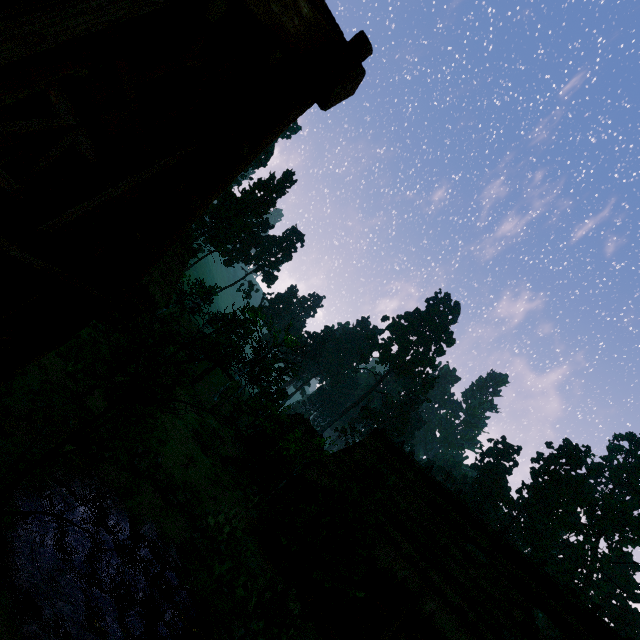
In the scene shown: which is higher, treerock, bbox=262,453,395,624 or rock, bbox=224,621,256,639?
treerock, bbox=262,453,395,624

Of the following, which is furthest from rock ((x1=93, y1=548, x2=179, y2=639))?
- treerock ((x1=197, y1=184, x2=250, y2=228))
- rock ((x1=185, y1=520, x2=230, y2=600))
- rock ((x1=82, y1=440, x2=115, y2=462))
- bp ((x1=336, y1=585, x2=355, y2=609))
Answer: bp ((x1=336, y1=585, x2=355, y2=609))

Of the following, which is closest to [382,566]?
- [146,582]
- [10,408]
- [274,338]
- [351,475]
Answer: [351,475]

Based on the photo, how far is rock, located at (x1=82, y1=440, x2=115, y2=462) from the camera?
9.3 meters

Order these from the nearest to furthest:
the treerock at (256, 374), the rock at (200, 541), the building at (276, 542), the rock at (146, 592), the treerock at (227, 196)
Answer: the treerock at (256, 374)
the rock at (146, 592)
the rock at (200, 541)
the building at (276, 542)
the treerock at (227, 196)

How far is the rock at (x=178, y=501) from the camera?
10.8 meters

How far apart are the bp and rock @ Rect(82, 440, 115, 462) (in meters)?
9.60

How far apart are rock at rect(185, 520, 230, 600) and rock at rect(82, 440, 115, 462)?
3.6m
